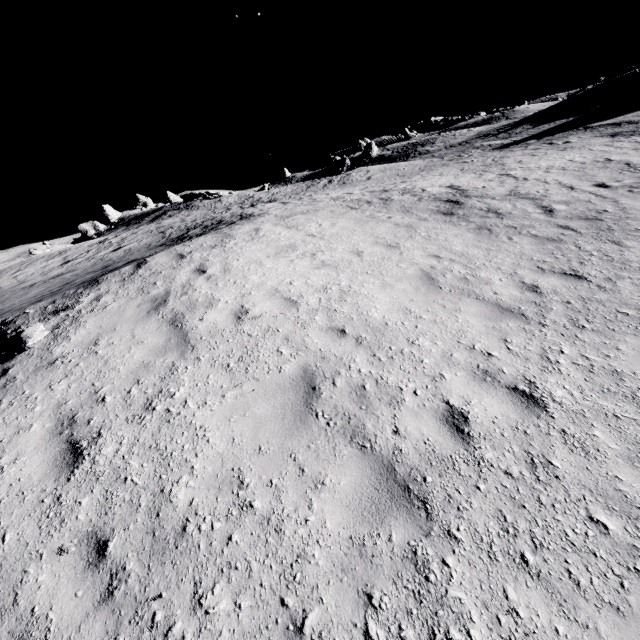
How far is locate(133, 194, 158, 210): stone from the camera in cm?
5180

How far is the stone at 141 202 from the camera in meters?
51.8 m

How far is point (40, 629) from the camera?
2.7 meters
